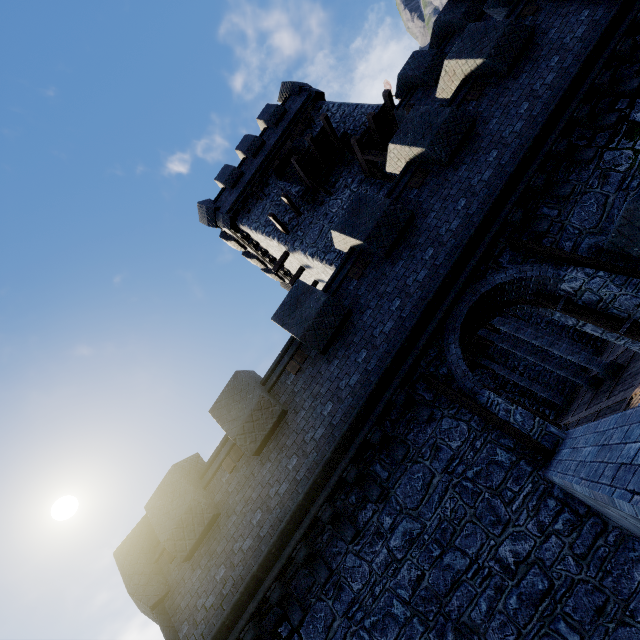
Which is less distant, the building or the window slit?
the window slit

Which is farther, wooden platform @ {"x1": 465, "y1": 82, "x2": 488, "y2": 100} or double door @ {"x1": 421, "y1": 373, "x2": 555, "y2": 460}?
wooden platform @ {"x1": 465, "y1": 82, "x2": 488, "y2": 100}

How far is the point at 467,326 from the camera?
7.95m

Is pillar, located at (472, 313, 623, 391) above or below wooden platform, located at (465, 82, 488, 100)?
below

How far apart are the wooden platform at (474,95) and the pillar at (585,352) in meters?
10.0 m

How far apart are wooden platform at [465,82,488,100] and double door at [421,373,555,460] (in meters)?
7.64

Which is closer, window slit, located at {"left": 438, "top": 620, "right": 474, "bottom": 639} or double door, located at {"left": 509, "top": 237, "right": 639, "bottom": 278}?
window slit, located at {"left": 438, "top": 620, "right": 474, "bottom": 639}

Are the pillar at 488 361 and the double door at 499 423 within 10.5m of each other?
no
